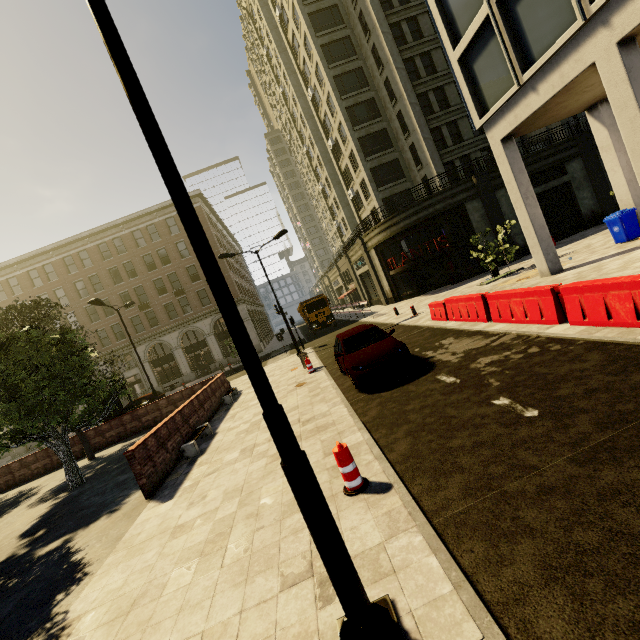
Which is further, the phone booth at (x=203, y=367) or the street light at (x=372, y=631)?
the phone booth at (x=203, y=367)

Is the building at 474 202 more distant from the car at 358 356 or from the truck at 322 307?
the car at 358 356

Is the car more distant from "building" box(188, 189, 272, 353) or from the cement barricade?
"building" box(188, 189, 272, 353)

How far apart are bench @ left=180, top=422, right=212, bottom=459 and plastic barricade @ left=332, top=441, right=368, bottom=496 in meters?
6.1

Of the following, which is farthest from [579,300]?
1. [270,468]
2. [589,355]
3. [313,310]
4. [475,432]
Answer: [313,310]

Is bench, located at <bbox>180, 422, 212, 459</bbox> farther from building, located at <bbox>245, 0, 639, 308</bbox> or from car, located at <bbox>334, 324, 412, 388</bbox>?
building, located at <bbox>245, 0, 639, 308</bbox>

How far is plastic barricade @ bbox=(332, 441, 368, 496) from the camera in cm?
457

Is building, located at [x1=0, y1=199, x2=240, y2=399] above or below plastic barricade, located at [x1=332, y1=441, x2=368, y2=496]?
above
